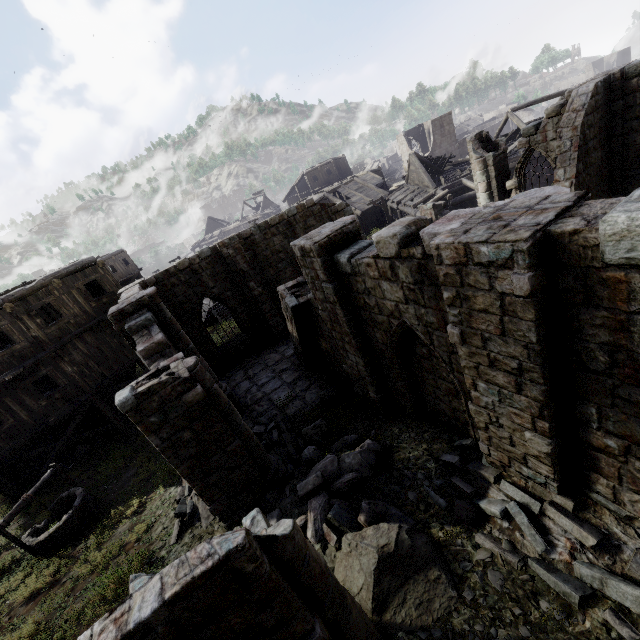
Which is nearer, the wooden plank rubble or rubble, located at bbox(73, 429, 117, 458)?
rubble, located at bbox(73, 429, 117, 458)

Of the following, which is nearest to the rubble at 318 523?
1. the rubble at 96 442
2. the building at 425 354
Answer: the building at 425 354

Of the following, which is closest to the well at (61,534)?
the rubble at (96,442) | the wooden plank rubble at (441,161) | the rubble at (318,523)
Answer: the rubble at (318,523)

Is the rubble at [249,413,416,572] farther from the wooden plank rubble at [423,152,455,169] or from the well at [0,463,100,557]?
the wooden plank rubble at [423,152,455,169]

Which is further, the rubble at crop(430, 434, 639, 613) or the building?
the rubble at crop(430, 434, 639, 613)

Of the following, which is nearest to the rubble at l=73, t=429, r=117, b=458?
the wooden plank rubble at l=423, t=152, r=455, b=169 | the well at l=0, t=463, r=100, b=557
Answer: the well at l=0, t=463, r=100, b=557

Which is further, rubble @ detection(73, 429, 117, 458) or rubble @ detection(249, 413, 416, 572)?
rubble @ detection(73, 429, 117, 458)

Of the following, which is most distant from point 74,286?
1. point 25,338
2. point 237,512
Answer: point 237,512
